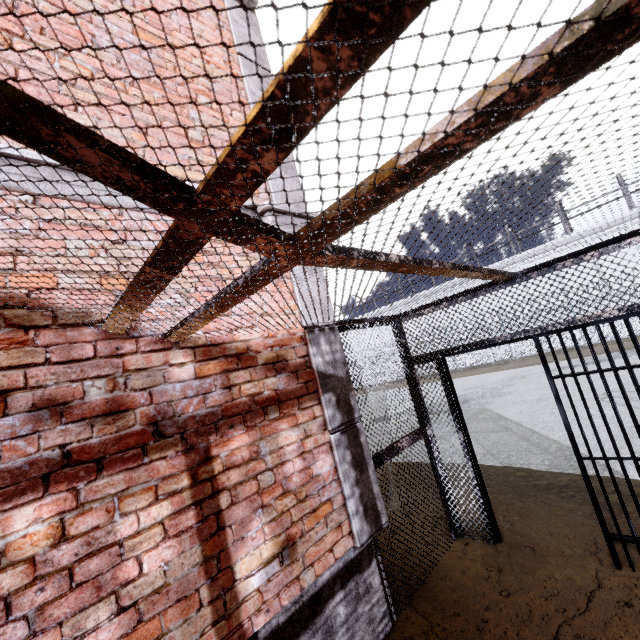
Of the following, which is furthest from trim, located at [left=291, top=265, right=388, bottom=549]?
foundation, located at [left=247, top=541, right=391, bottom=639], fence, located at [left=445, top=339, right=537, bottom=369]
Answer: fence, located at [left=445, top=339, right=537, bottom=369]

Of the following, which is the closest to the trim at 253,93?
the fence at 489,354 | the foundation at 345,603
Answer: the foundation at 345,603

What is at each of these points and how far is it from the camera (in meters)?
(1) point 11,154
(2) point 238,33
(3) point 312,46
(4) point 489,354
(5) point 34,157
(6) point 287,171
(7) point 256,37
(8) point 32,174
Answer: (1) trim, 1.86
(2) trim, 3.69
(3) cage, 0.59
(4) fence, 23.16
(5) trim, 1.93
(6) trim, 3.57
(7) trim, 3.91
(8) trim, 1.94

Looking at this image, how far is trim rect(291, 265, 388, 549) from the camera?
2.88m

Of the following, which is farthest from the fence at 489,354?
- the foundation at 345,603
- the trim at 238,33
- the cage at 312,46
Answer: the foundation at 345,603

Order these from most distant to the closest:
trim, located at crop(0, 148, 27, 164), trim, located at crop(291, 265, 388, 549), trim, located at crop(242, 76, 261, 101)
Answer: trim, located at crop(242, 76, 261, 101) → trim, located at crop(291, 265, 388, 549) → trim, located at crop(0, 148, 27, 164)

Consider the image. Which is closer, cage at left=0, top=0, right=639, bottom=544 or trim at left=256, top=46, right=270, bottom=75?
cage at left=0, top=0, right=639, bottom=544
